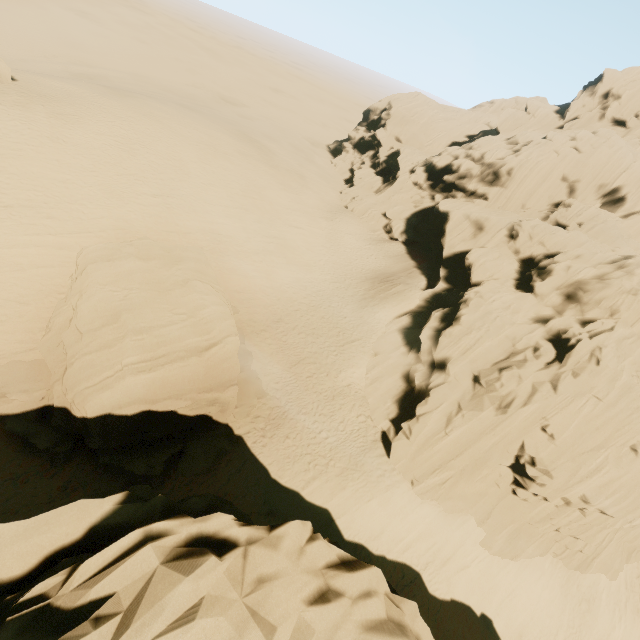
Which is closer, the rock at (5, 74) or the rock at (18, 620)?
the rock at (18, 620)

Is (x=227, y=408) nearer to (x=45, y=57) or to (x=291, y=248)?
(x=291, y=248)

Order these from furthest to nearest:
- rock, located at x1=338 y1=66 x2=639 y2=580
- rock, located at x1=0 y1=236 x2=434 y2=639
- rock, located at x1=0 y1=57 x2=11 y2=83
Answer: rock, located at x1=0 y1=57 x2=11 y2=83 < rock, located at x1=338 y1=66 x2=639 y2=580 < rock, located at x1=0 y1=236 x2=434 y2=639

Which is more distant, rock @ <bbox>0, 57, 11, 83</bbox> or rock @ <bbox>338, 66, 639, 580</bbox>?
rock @ <bbox>0, 57, 11, 83</bbox>

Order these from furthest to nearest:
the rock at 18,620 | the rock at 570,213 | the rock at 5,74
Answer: the rock at 5,74 → the rock at 570,213 → the rock at 18,620
